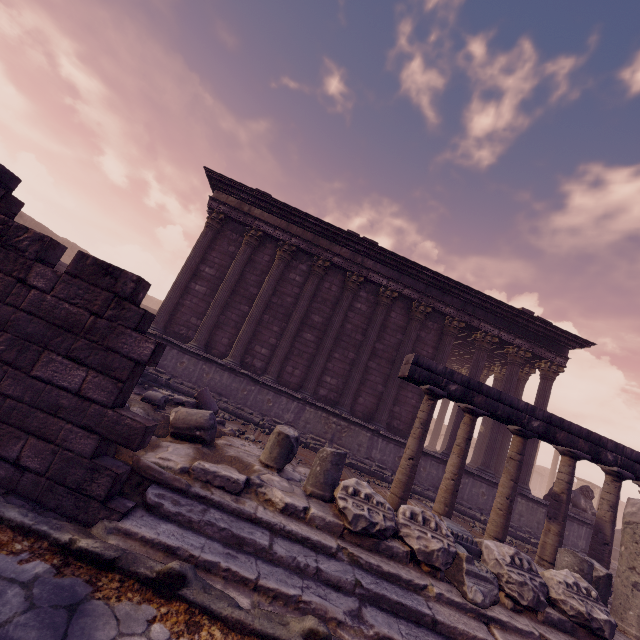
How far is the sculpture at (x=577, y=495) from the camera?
11.40m

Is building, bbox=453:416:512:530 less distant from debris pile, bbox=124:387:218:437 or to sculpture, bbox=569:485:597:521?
sculpture, bbox=569:485:597:521

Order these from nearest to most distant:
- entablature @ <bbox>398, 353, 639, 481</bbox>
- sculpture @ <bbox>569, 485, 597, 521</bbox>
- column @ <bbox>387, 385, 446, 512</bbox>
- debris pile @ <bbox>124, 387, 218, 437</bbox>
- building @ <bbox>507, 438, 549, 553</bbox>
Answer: debris pile @ <bbox>124, 387, 218, 437</bbox>, column @ <bbox>387, 385, 446, 512</bbox>, entablature @ <bbox>398, 353, 639, 481</bbox>, building @ <bbox>507, 438, 549, 553</bbox>, sculpture @ <bbox>569, 485, 597, 521</bbox>

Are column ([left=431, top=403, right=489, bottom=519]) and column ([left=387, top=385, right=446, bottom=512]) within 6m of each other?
yes

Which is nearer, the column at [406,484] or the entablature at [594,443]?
the column at [406,484]

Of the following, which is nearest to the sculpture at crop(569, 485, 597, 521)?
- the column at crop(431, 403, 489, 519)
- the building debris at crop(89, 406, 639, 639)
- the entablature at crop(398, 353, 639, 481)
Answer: the entablature at crop(398, 353, 639, 481)

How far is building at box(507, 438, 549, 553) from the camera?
10.7 meters

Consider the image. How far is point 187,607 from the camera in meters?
2.4 m
